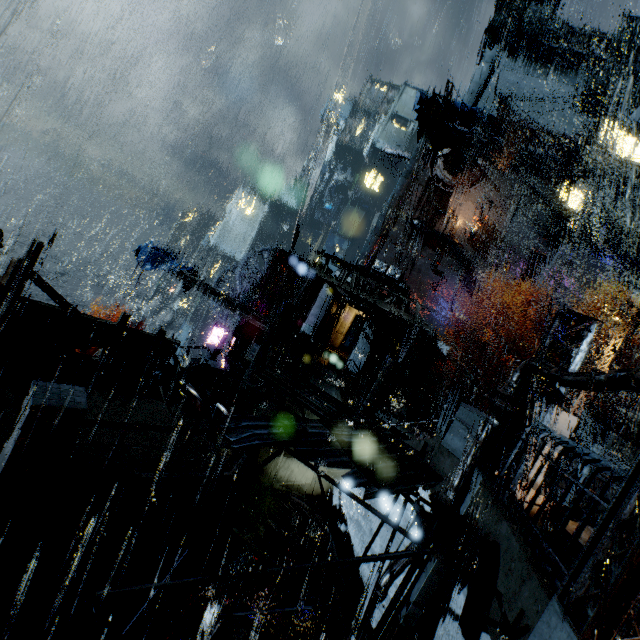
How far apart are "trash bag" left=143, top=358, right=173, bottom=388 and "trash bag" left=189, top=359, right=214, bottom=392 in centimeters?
69cm

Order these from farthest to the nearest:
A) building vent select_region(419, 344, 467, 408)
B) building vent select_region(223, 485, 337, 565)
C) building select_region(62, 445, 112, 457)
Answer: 1. building vent select_region(419, 344, 467, 408)
2. building vent select_region(223, 485, 337, 565)
3. building select_region(62, 445, 112, 457)

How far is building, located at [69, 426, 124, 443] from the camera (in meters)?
7.84

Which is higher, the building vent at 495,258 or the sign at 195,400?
the building vent at 495,258

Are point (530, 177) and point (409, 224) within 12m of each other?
no

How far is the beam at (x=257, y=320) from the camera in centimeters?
2289cm

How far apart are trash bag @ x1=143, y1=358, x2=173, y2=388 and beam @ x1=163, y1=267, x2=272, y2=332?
10.0m

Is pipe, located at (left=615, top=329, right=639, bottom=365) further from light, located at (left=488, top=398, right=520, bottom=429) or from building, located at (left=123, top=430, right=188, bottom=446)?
light, located at (left=488, top=398, right=520, bottom=429)
